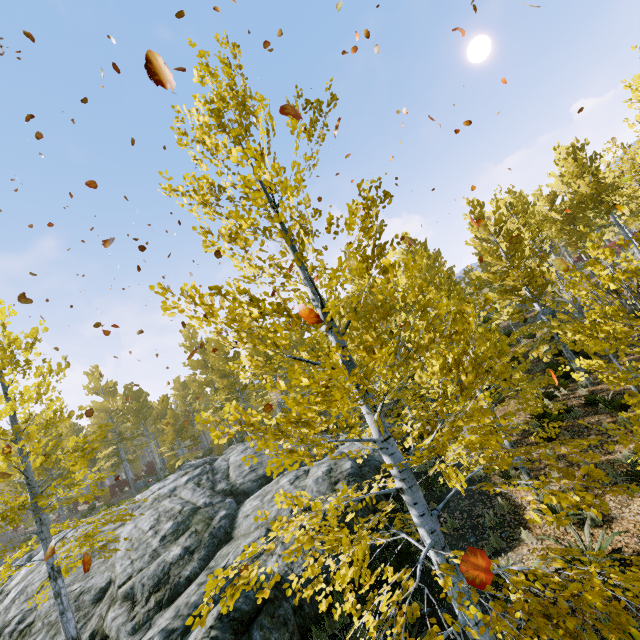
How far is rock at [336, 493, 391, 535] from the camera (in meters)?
8.70

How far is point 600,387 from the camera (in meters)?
13.25

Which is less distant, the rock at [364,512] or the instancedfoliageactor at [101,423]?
the instancedfoliageactor at [101,423]

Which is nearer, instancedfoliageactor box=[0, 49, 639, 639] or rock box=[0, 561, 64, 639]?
instancedfoliageactor box=[0, 49, 639, 639]

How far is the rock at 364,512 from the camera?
8.7 meters

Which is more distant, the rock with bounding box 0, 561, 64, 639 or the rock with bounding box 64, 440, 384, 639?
the rock with bounding box 0, 561, 64, 639

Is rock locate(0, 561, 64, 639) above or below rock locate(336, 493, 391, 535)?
above
